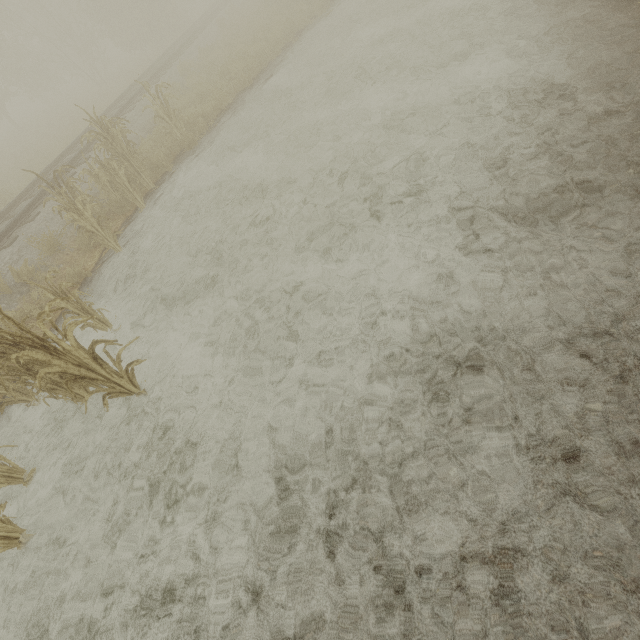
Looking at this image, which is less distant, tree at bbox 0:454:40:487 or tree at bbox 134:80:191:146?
tree at bbox 0:454:40:487

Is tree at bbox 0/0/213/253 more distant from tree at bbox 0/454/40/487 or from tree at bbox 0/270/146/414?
tree at bbox 0/270/146/414

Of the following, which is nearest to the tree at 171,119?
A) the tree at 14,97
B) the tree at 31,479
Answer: the tree at 31,479

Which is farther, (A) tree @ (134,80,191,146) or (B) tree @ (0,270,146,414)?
(A) tree @ (134,80,191,146)

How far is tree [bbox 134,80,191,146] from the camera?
8.4 meters

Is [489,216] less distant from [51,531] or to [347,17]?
[51,531]

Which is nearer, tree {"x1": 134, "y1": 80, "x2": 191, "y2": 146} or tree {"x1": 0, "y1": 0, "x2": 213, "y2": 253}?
tree {"x1": 0, "y1": 0, "x2": 213, "y2": 253}

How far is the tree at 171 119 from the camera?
8.4m
